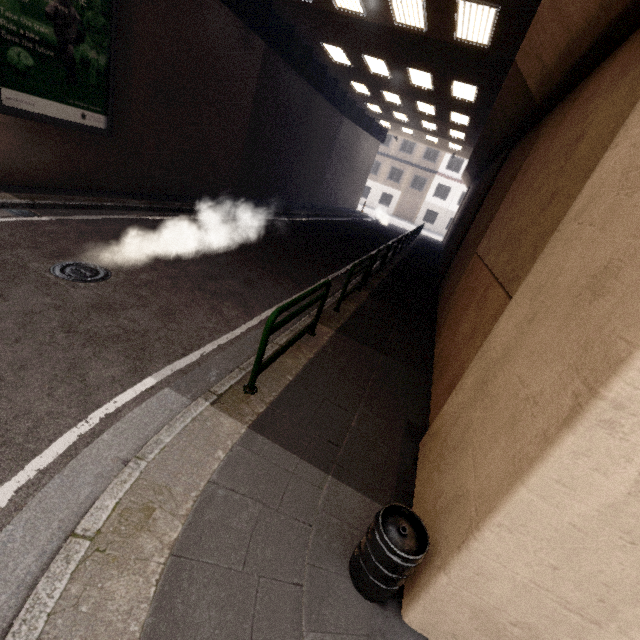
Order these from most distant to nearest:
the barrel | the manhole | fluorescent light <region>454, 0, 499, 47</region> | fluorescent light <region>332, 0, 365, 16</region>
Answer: fluorescent light <region>332, 0, 365, 16</region> → fluorescent light <region>454, 0, 499, 47</region> → the manhole → the barrel

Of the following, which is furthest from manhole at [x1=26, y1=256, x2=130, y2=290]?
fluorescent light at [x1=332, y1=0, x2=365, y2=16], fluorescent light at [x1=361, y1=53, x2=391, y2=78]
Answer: fluorescent light at [x1=361, y1=53, x2=391, y2=78]

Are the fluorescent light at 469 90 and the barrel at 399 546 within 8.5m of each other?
no

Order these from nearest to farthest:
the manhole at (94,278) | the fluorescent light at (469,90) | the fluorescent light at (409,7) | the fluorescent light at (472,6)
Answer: the manhole at (94,278) < the fluorescent light at (472,6) < the fluorescent light at (409,7) < the fluorescent light at (469,90)

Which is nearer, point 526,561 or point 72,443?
point 526,561

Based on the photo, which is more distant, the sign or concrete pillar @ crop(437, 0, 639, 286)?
the sign

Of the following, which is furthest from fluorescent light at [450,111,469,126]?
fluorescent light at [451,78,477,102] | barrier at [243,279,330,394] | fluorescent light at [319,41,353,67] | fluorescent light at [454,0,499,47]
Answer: barrier at [243,279,330,394]

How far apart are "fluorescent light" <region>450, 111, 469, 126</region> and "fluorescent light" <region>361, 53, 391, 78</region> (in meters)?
3.69
